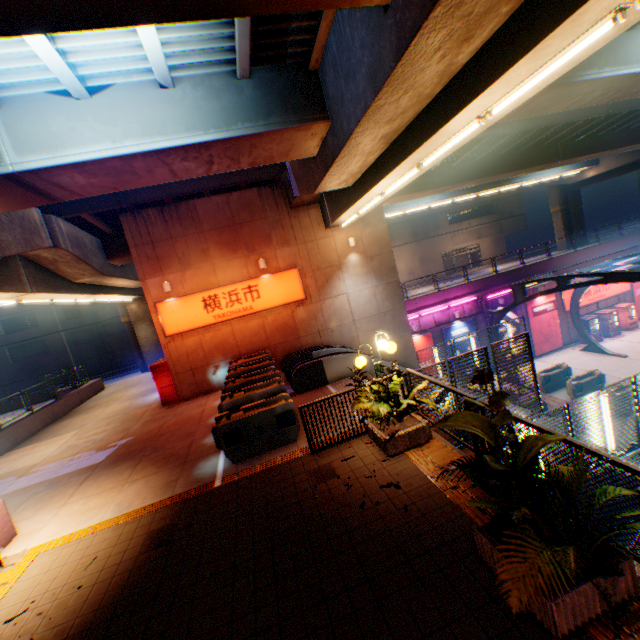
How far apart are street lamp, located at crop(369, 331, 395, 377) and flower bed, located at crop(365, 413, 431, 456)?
0.38m

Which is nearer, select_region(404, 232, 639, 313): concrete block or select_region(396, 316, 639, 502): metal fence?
select_region(396, 316, 639, 502): metal fence

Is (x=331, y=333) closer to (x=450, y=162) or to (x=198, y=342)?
(x=198, y=342)

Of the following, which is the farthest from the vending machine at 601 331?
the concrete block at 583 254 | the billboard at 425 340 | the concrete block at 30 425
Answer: the concrete block at 30 425

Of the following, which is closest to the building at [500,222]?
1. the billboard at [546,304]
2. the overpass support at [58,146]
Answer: the overpass support at [58,146]

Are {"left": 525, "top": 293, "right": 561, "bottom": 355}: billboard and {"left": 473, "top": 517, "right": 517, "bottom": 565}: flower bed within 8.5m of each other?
no

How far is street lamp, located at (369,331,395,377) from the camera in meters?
7.5 m

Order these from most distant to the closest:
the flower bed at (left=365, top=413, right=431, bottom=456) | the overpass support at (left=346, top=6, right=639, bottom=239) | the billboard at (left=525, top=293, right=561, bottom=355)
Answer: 1. the billboard at (left=525, top=293, right=561, bottom=355)
2. the overpass support at (left=346, top=6, right=639, bottom=239)
3. the flower bed at (left=365, top=413, right=431, bottom=456)
